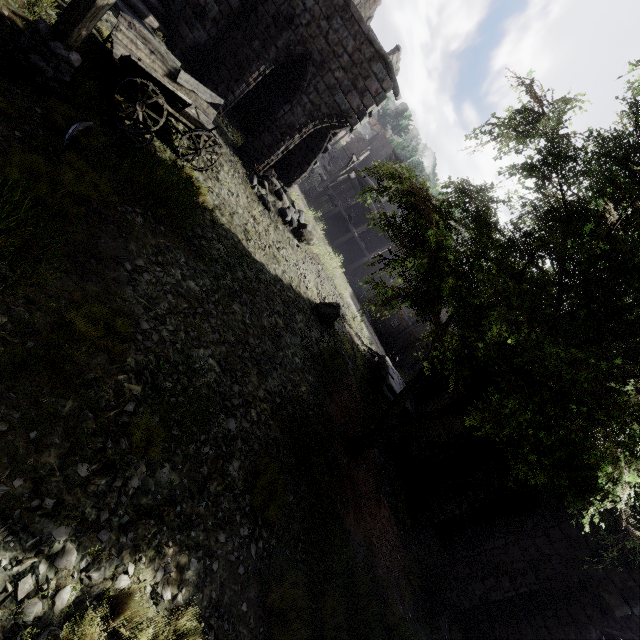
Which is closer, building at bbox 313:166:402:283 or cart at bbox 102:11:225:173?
cart at bbox 102:11:225:173

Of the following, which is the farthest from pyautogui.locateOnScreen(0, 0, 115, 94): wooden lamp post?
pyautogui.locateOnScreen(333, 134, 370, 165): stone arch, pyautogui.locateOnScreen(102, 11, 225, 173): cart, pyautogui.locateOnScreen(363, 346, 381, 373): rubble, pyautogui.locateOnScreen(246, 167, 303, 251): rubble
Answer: pyautogui.locateOnScreen(333, 134, 370, 165): stone arch

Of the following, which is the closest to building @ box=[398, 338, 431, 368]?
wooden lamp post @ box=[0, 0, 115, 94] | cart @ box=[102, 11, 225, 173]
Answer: wooden lamp post @ box=[0, 0, 115, 94]

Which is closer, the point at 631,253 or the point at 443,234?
the point at 631,253

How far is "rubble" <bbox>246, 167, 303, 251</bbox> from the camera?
13.52m

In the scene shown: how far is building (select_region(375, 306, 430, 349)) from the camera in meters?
28.7

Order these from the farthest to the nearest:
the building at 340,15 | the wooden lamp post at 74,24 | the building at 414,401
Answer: the building at 414,401, the building at 340,15, the wooden lamp post at 74,24

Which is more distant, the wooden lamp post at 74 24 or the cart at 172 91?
the cart at 172 91
